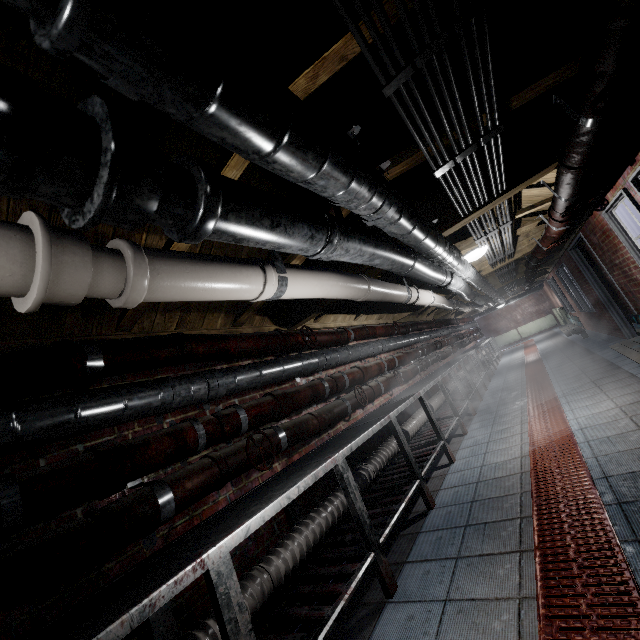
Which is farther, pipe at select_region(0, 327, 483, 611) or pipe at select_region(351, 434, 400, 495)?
pipe at select_region(351, 434, 400, 495)

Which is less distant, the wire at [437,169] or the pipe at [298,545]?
the wire at [437,169]

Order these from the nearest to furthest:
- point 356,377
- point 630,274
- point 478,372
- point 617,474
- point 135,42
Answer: point 135,42 < point 617,474 < point 356,377 < point 630,274 < point 478,372

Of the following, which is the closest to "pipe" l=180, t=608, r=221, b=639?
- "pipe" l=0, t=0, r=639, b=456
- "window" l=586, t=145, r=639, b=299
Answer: "pipe" l=0, t=0, r=639, b=456

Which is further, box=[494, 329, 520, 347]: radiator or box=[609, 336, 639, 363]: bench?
box=[494, 329, 520, 347]: radiator

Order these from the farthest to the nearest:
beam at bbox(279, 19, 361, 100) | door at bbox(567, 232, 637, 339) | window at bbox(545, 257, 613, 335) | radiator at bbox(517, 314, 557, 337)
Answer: radiator at bbox(517, 314, 557, 337)
window at bbox(545, 257, 613, 335)
door at bbox(567, 232, 637, 339)
beam at bbox(279, 19, 361, 100)

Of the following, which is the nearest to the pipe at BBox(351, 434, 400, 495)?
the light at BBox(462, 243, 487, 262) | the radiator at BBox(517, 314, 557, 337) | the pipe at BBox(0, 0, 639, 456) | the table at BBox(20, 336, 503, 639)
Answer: the table at BBox(20, 336, 503, 639)

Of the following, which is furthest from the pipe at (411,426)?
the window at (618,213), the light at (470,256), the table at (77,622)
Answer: the window at (618,213)
